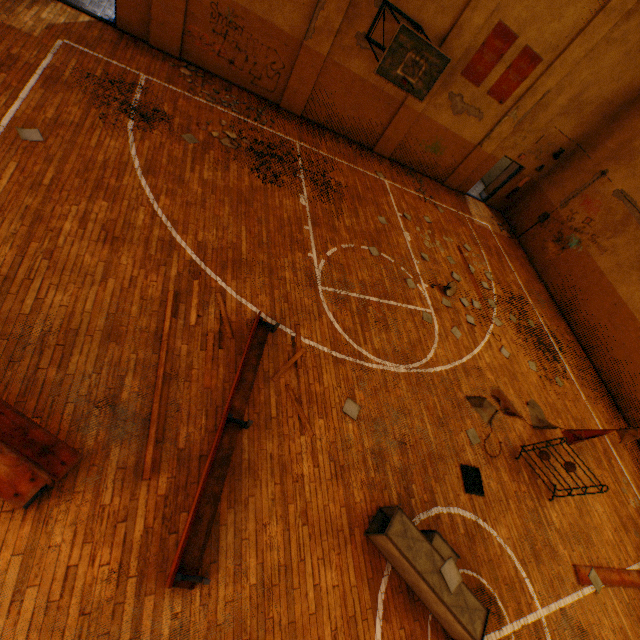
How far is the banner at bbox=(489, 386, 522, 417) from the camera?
8.4 meters

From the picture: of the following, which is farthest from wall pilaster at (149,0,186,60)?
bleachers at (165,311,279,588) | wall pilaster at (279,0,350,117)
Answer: bleachers at (165,311,279,588)

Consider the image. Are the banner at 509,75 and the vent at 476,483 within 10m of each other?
no

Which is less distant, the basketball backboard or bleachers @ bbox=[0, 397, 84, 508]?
bleachers @ bbox=[0, 397, 84, 508]

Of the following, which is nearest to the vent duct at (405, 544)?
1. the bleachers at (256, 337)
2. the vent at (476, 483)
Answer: the vent at (476, 483)

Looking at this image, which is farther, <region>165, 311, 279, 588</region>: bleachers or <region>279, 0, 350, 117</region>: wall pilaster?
<region>279, 0, 350, 117</region>: wall pilaster

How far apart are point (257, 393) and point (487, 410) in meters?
6.0 m

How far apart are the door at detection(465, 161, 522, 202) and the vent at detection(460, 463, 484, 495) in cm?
1324
